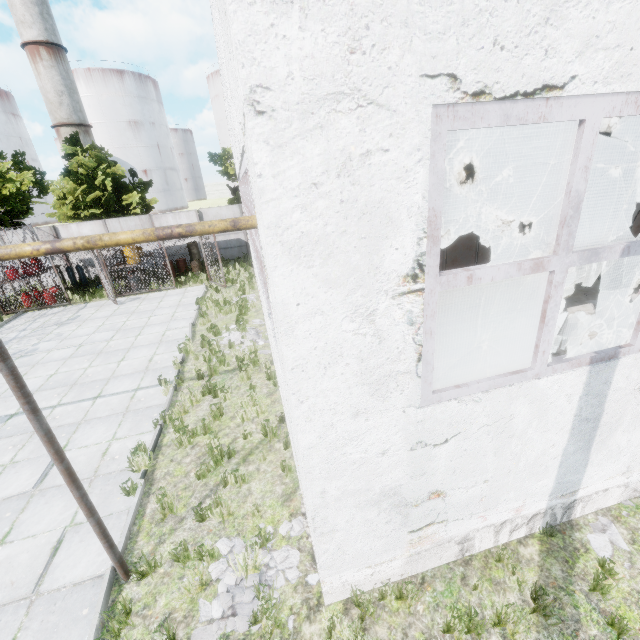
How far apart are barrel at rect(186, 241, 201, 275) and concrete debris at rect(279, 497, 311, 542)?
17.29m

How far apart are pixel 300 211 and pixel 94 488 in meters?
6.7

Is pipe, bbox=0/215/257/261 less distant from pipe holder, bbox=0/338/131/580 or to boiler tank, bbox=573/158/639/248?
boiler tank, bbox=573/158/639/248

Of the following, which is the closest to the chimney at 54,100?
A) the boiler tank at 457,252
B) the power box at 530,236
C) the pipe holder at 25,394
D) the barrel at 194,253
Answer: the barrel at 194,253

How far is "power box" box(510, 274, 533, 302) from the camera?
11.09m

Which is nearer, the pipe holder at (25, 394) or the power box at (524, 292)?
the pipe holder at (25, 394)

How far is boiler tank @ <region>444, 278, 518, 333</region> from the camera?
9.3m
